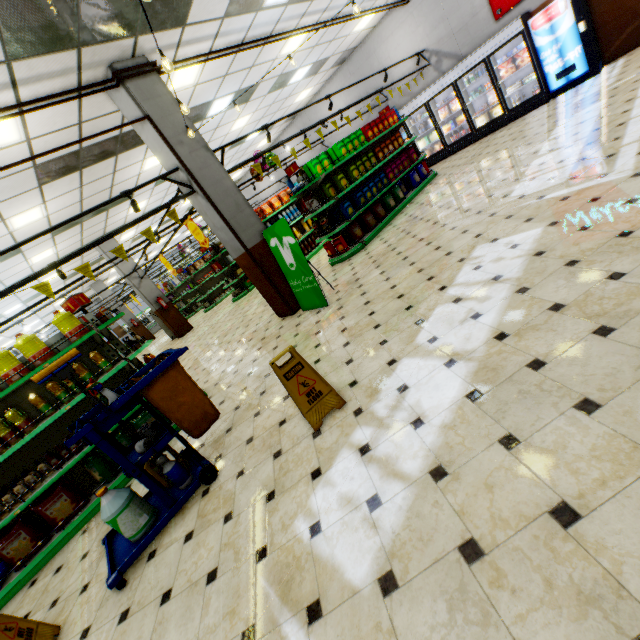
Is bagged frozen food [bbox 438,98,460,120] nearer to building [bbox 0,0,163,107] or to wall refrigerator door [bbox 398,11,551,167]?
wall refrigerator door [bbox 398,11,551,167]

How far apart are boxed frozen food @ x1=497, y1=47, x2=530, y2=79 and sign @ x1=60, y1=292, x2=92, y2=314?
12.2 meters

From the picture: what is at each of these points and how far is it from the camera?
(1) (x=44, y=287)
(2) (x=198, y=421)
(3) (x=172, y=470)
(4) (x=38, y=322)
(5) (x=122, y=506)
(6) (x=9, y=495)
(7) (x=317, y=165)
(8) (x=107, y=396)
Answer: (1) banner sign, 4.4m
(2) cleaning cart, 3.3m
(3) bleach, 3.2m
(4) building, 20.2m
(5) bleach, 2.9m
(6) sauce bottle, 3.9m
(7) boxed food, 7.4m
(8) spray bottle, 2.9m

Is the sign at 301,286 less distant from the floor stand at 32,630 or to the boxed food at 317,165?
the boxed food at 317,165

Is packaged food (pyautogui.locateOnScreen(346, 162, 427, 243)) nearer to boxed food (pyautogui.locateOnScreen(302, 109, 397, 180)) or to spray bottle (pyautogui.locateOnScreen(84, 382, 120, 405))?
boxed food (pyautogui.locateOnScreen(302, 109, 397, 180))

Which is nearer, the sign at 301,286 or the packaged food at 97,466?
the packaged food at 97,466

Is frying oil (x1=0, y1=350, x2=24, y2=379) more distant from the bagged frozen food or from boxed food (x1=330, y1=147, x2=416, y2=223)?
the bagged frozen food

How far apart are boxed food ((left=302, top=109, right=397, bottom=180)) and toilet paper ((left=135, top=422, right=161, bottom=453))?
6.28m
